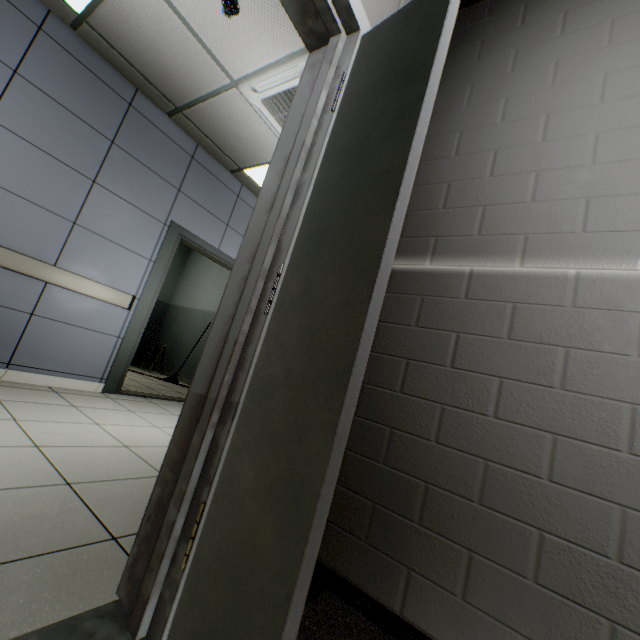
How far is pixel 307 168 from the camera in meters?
1.1 m

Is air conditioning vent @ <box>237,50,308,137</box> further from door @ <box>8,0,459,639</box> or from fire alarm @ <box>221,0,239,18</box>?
door @ <box>8,0,459,639</box>

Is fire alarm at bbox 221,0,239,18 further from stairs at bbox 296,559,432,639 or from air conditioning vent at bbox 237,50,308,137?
stairs at bbox 296,559,432,639

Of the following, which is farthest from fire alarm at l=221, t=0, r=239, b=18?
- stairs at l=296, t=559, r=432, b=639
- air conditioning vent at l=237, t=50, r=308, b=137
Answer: stairs at l=296, t=559, r=432, b=639

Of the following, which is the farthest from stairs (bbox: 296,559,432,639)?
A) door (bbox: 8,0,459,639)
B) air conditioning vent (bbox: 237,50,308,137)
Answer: air conditioning vent (bbox: 237,50,308,137)

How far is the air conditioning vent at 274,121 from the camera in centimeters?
272cm

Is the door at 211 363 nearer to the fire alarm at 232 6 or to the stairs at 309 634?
the stairs at 309 634

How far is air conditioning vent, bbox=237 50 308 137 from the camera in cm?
272
